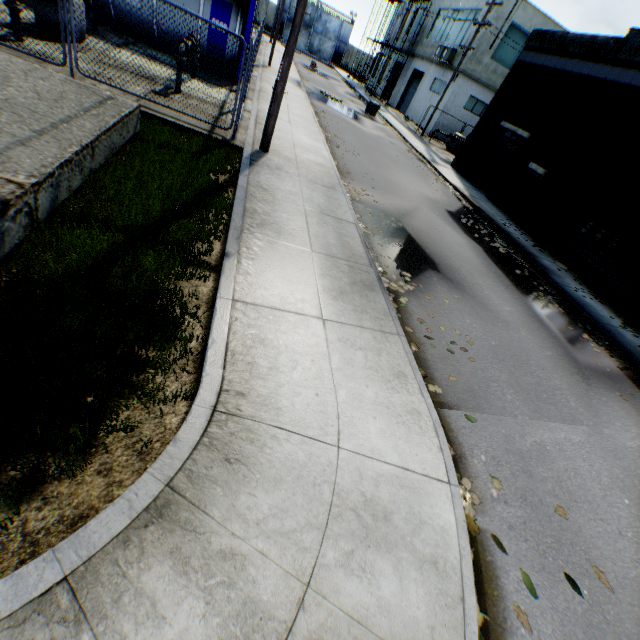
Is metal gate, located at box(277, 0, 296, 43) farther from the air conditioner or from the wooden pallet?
the wooden pallet

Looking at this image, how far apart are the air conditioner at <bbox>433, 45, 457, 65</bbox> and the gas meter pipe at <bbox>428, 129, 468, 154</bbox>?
5.8m

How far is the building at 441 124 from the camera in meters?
28.0 m

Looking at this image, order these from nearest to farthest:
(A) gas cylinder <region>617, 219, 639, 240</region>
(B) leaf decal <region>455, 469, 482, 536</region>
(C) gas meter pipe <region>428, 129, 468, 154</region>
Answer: (B) leaf decal <region>455, 469, 482, 536</region>, (A) gas cylinder <region>617, 219, 639, 240</region>, (C) gas meter pipe <region>428, 129, 468, 154</region>

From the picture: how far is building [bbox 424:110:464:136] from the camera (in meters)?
28.03

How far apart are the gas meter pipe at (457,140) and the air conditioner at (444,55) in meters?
5.8 m

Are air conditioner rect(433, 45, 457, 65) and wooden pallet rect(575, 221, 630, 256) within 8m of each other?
no

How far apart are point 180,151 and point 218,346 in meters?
5.6
